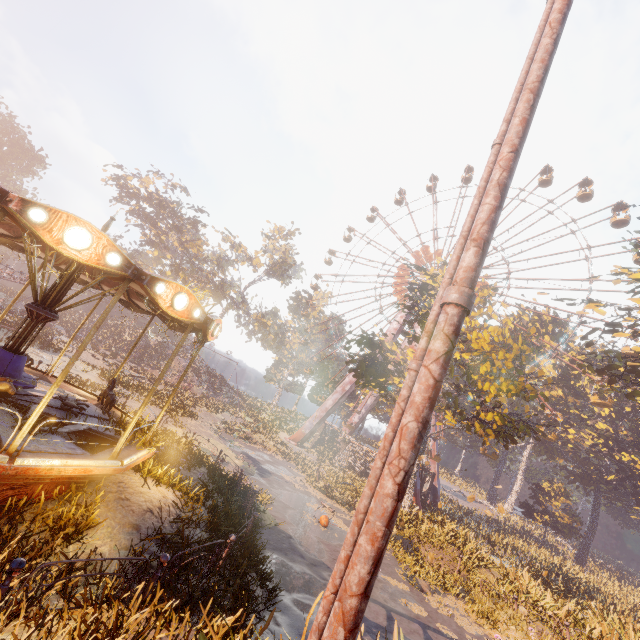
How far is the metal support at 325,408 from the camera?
38.75m

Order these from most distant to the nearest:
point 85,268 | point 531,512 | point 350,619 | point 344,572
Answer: point 531,512
point 85,268
point 344,572
point 350,619

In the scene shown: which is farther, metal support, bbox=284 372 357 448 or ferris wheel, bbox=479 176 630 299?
metal support, bbox=284 372 357 448

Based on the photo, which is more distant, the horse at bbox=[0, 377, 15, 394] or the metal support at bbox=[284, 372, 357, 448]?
the metal support at bbox=[284, 372, 357, 448]

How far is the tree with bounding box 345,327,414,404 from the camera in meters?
22.3

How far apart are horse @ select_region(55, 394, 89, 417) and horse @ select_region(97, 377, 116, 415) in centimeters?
74cm

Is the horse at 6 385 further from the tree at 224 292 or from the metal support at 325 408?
the tree at 224 292

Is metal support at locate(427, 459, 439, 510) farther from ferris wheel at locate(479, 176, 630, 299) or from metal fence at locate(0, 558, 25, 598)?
metal fence at locate(0, 558, 25, 598)
